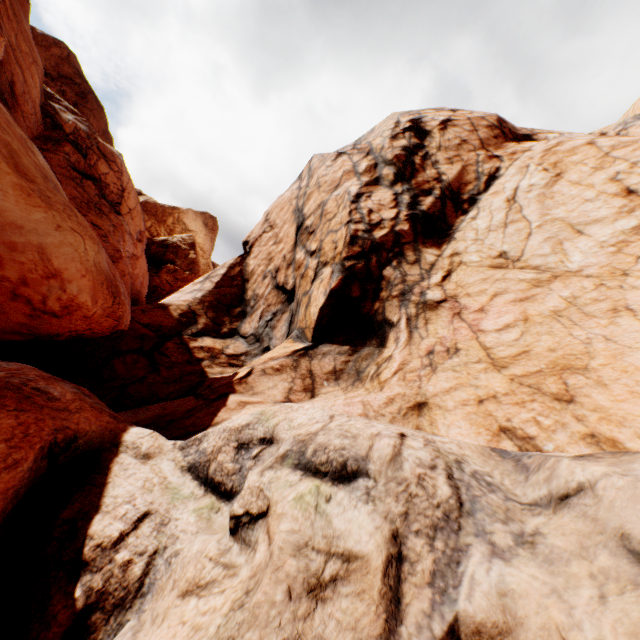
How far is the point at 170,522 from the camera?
4.99m
